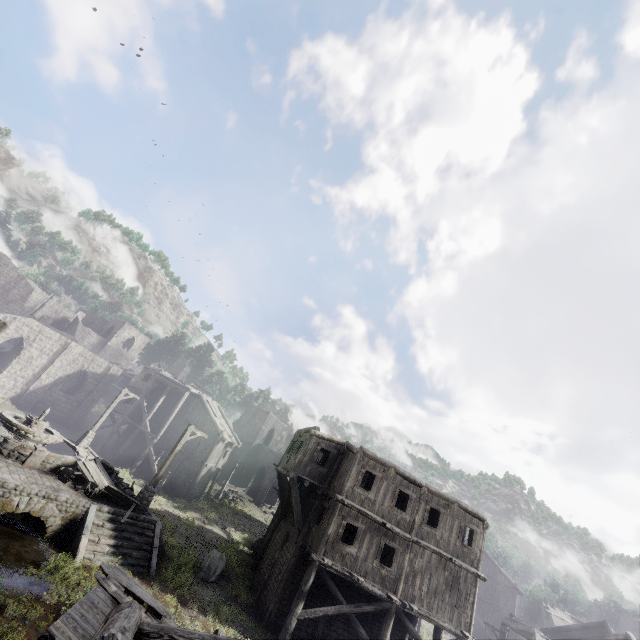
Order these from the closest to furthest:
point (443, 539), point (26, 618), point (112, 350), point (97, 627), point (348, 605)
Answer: point (97, 627) < point (26, 618) < point (348, 605) < point (443, 539) < point (112, 350)

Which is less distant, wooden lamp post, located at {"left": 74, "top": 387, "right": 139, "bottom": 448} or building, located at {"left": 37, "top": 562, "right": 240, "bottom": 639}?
building, located at {"left": 37, "top": 562, "right": 240, "bottom": 639}

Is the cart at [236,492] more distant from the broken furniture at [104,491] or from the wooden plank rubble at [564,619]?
the wooden plank rubble at [564,619]

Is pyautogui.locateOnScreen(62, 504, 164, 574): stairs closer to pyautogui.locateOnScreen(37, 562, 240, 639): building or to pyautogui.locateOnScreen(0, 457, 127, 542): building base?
pyautogui.locateOnScreen(0, 457, 127, 542): building base

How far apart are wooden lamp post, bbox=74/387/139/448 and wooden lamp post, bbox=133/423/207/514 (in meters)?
9.09

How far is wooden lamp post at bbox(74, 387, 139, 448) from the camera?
23.0m

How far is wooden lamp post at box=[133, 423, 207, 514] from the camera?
16.66m

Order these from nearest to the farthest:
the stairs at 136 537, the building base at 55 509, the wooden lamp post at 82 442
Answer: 1. the building base at 55 509
2. the stairs at 136 537
3. the wooden lamp post at 82 442
